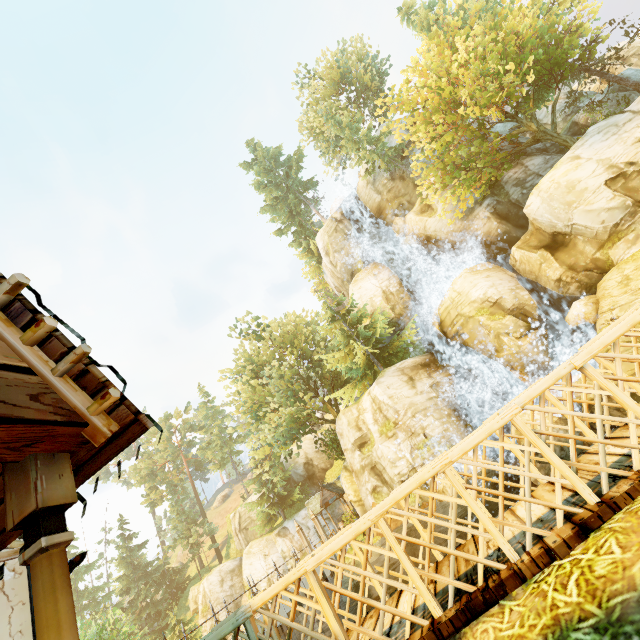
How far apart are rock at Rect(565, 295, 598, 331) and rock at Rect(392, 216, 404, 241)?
15.1 meters

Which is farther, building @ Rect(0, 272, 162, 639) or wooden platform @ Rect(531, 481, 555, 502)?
wooden platform @ Rect(531, 481, 555, 502)

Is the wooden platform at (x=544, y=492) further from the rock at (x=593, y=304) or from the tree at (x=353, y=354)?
the rock at (x=593, y=304)

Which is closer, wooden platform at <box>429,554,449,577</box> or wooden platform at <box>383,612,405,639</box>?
wooden platform at <box>383,612,405,639</box>

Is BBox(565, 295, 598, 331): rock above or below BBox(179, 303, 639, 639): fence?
above

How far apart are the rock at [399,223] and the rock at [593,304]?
15.08m

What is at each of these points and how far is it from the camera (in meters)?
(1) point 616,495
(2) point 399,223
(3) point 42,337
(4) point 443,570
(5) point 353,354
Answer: (1) wooden platform, 2.63
(2) rock, 29.84
(3) building, 1.88
(4) wooden platform, 3.84
(5) tree, 25.27

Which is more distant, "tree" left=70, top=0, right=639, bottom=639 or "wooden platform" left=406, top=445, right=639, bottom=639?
"tree" left=70, top=0, right=639, bottom=639
